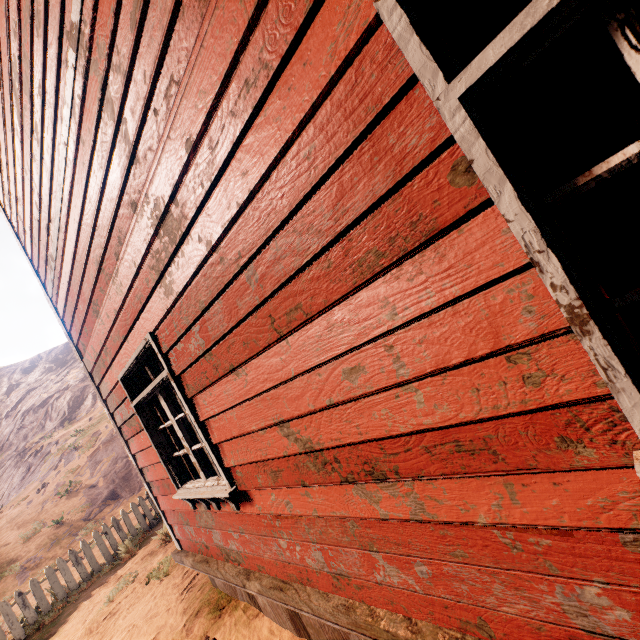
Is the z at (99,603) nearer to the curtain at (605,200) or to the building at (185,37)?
the building at (185,37)

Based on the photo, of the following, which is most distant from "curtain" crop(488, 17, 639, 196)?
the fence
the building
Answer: the fence

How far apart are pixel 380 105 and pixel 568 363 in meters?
1.0

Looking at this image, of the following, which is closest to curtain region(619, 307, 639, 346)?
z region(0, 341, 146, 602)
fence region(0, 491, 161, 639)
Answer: z region(0, 341, 146, 602)

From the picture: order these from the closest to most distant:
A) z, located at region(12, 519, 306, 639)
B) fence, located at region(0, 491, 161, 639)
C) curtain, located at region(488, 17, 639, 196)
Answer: curtain, located at region(488, 17, 639, 196) < z, located at region(12, 519, 306, 639) < fence, located at region(0, 491, 161, 639)

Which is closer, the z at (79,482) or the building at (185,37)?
the building at (185,37)

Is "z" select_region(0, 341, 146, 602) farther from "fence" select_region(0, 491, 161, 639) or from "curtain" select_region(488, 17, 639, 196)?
"curtain" select_region(488, 17, 639, 196)
